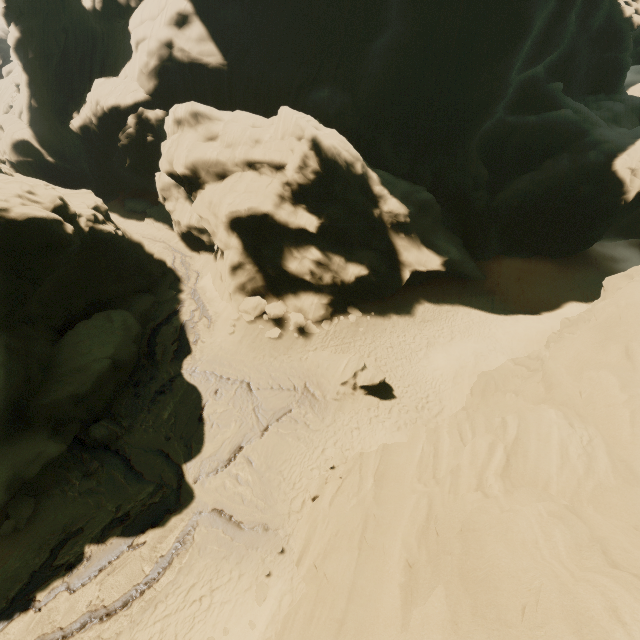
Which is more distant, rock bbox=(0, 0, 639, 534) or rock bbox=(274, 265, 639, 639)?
rock bbox=(0, 0, 639, 534)

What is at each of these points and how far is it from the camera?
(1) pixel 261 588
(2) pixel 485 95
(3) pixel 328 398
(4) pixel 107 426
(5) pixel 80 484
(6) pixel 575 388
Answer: (1) rock, 11.2m
(2) rock, 28.8m
(3) rock, 18.0m
(4) rock, 14.9m
(5) rock, 13.2m
(6) rock, 12.3m

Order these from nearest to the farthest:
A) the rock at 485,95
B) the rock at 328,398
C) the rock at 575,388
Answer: the rock at 575,388 < the rock at 485,95 < the rock at 328,398

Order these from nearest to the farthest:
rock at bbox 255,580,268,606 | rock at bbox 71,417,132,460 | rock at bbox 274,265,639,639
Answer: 1. rock at bbox 274,265,639,639
2. rock at bbox 255,580,268,606
3. rock at bbox 71,417,132,460

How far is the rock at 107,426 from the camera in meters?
14.1

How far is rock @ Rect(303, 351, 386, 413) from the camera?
18.0m
